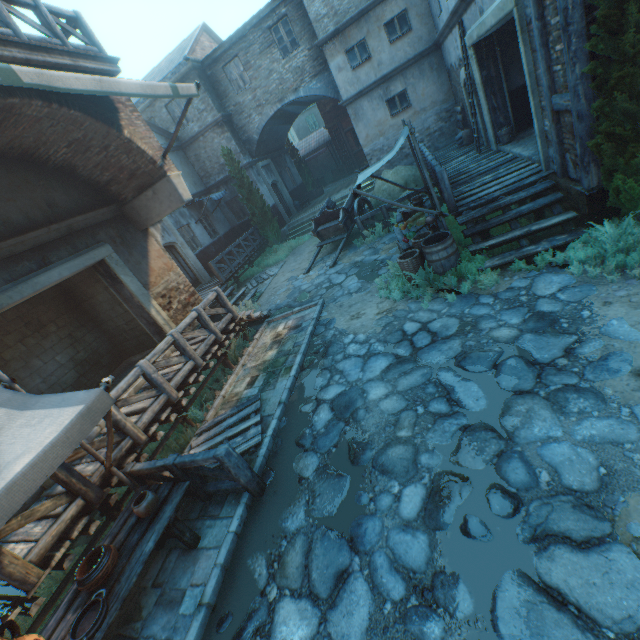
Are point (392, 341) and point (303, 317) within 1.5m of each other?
no

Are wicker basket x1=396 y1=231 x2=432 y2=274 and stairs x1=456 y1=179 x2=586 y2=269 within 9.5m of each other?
yes

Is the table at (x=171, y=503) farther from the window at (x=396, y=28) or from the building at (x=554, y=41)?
the window at (x=396, y=28)

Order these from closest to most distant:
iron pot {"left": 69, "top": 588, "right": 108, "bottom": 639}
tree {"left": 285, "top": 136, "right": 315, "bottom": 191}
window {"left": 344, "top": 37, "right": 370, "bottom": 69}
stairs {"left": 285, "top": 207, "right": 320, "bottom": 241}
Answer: iron pot {"left": 69, "top": 588, "right": 108, "bottom": 639} < window {"left": 344, "top": 37, "right": 370, "bottom": 69} < stairs {"left": 285, "top": 207, "right": 320, "bottom": 241} < tree {"left": 285, "top": 136, "right": 315, "bottom": 191}

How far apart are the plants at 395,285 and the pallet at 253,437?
3.5 meters

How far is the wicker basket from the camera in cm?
703

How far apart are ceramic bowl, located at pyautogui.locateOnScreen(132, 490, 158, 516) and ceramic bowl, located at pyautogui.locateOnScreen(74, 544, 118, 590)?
0.44m

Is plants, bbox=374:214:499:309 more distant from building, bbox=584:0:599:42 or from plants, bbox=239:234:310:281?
plants, bbox=239:234:310:281
